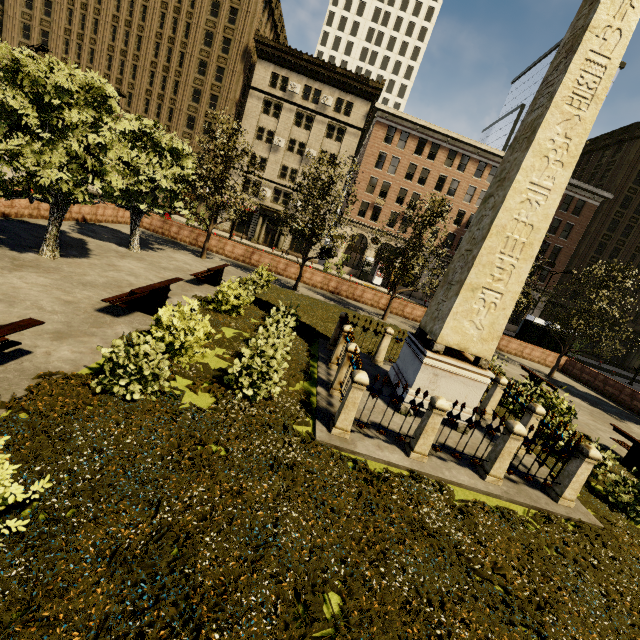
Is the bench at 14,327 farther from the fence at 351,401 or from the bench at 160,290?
the fence at 351,401

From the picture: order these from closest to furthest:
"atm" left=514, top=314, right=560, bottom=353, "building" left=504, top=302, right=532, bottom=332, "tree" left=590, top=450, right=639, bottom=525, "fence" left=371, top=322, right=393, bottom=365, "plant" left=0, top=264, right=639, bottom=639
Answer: "plant" left=0, top=264, right=639, bottom=639 → "tree" left=590, top=450, right=639, bottom=525 → "fence" left=371, top=322, right=393, bottom=365 → "atm" left=514, top=314, right=560, bottom=353 → "building" left=504, top=302, right=532, bottom=332

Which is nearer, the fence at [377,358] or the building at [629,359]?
the fence at [377,358]

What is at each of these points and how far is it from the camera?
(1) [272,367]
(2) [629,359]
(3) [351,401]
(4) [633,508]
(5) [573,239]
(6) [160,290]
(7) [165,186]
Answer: (1) tree, 6.70m
(2) building, 46.59m
(3) fence, 6.31m
(4) tree, 7.36m
(5) building, 41.53m
(6) bench, 9.08m
(7) tree, 14.43m

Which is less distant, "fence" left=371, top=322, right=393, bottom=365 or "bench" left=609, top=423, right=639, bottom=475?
"bench" left=609, top=423, right=639, bottom=475

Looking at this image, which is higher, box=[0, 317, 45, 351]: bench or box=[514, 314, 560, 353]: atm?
box=[514, 314, 560, 353]: atm

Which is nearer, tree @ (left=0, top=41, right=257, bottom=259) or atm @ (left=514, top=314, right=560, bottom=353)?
tree @ (left=0, top=41, right=257, bottom=259)

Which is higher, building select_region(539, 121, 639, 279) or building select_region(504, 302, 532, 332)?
building select_region(539, 121, 639, 279)
